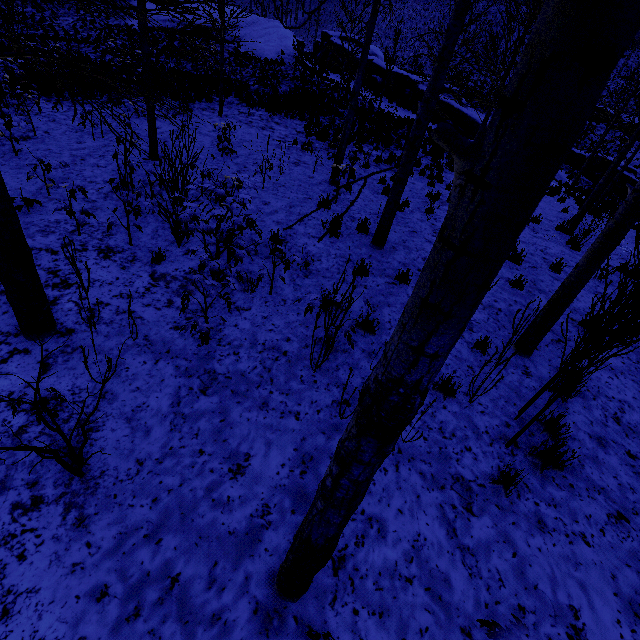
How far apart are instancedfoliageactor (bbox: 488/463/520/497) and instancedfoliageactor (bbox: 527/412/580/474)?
0.44m

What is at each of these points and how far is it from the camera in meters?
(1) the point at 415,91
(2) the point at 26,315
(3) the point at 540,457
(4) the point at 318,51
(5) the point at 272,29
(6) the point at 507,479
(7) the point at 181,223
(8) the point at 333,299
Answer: (1) rock, 24.4
(2) instancedfoliageactor, 3.6
(3) instancedfoliageactor, 3.6
(4) rock, 33.0
(5) rock, 29.1
(6) instancedfoliageactor, 3.2
(7) instancedfoliageactor, 4.1
(8) instancedfoliageactor, 3.5

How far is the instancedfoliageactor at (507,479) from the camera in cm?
314

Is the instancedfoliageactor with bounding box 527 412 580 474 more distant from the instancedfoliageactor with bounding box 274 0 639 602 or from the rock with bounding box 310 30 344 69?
the rock with bounding box 310 30 344 69

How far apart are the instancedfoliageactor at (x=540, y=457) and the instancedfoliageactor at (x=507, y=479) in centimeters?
44cm

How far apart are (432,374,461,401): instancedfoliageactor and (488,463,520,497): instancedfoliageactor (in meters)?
1.08

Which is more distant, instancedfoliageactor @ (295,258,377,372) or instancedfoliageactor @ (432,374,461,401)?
instancedfoliageactor @ (432,374,461,401)

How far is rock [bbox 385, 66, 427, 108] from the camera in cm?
2436
